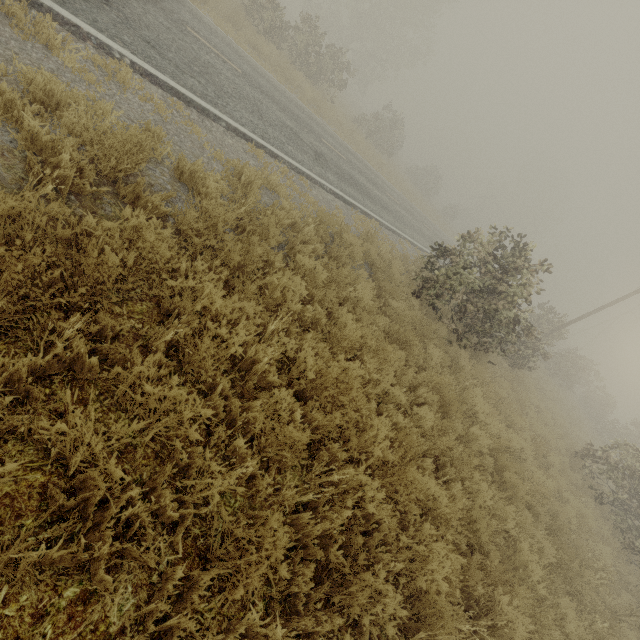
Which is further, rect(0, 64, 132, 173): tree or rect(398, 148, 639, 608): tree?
rect(398, 148, 639, 608): tree

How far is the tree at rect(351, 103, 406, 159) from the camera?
26.7m

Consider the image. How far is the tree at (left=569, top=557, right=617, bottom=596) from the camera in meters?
6.2

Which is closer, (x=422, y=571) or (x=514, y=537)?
(x=422, y=571)

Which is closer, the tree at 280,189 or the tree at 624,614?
the tree at 624,614

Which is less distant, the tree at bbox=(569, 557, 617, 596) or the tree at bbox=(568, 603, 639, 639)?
the tree at bbox=(568, 603, 639, 639)

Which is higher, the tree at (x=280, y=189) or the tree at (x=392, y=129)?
the tree at (x=392, y=129)
